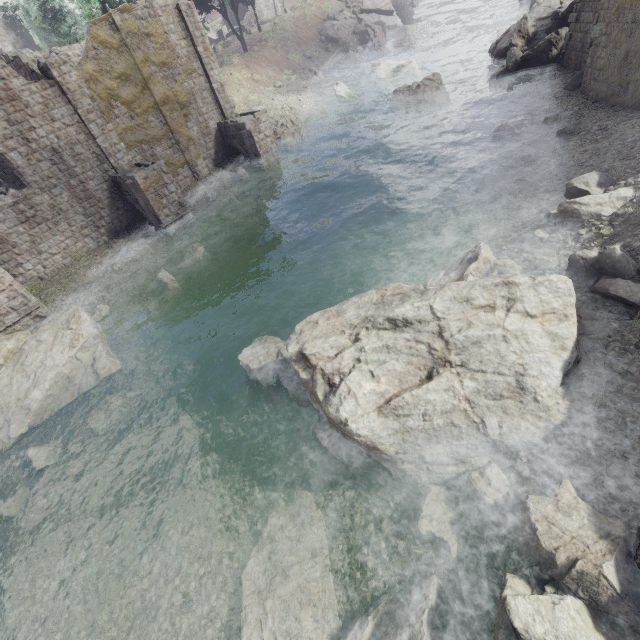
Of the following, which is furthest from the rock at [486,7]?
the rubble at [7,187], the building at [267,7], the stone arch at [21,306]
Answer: the stone arch at [21,306]

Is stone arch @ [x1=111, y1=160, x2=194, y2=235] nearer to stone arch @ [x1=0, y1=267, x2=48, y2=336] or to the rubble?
stone arch @ [x1=0, y1=267, x2=48, y2=336]

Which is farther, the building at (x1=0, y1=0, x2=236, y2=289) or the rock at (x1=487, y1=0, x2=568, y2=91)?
the rock at (x1=487, y1=0, x2=568, y2=91)

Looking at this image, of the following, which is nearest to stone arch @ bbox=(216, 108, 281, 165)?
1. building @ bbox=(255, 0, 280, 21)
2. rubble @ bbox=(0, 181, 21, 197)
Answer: rubble @ bbox=(0, 181, 21, 197)

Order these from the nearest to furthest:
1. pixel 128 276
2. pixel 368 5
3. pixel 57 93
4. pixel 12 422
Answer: pixel 12 422 < pixel 57 93 < pixel 128 276 < pixel 368 5

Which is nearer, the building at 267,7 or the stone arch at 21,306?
the stone arch at 21,306

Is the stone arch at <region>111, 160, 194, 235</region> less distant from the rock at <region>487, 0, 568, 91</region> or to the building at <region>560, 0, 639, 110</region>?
the building at <region>560, 0, 639, 110</region>

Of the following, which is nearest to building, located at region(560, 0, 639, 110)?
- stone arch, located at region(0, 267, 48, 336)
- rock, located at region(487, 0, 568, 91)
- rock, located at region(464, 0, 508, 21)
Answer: stone arch, located at region(0, 267, 48, 336)
